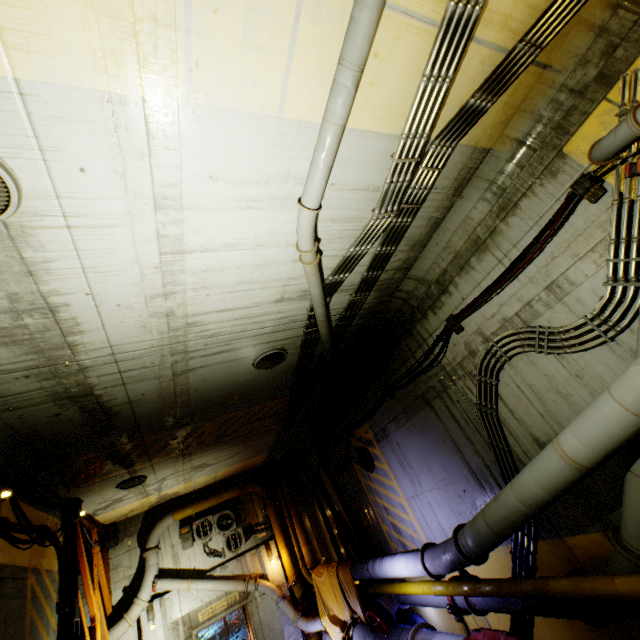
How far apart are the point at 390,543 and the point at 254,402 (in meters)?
6.17

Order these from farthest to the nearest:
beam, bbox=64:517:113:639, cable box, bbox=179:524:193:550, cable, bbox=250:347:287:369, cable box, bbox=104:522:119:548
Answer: cable box, bbox=179:524:193:550 → cable box, bbox=104:522:119:548 → beam, bbox=64:517:113:639 → cable, bbox=250:347:287:369

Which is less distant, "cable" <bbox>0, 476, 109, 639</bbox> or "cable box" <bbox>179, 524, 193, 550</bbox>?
"cable" <bbox>0, 476, 109, 639</bbox>

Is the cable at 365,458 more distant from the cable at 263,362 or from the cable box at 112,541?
the cable box at 112,541

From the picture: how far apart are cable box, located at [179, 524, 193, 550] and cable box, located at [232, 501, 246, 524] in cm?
173

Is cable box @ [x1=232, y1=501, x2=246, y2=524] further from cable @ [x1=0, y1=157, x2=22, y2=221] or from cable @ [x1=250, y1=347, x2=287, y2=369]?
cable @ [x1=0, y1=157, x2=22, y2=221]

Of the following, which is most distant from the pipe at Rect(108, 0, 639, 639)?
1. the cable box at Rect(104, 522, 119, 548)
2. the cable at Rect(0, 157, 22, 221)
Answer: the cable at Rect(0, 157, 22, 221)

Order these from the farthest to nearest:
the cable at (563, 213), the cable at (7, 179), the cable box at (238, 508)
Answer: the cable box at (238, 508)
the cable at (563, 213)
the cable at (7, 179)
